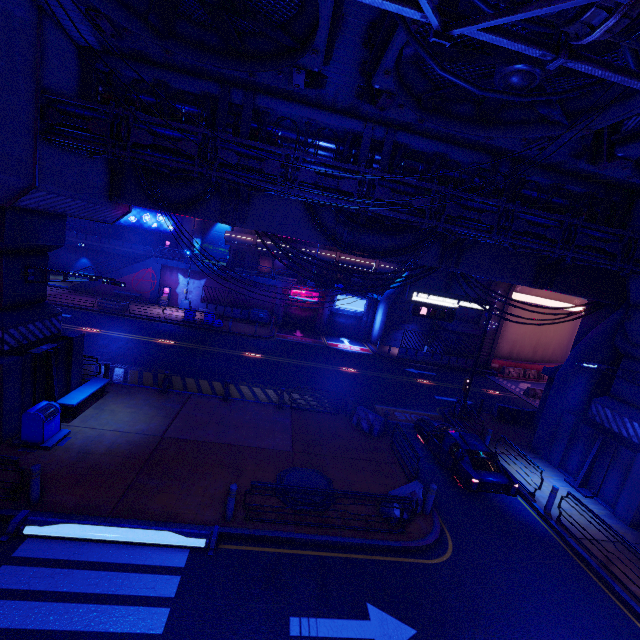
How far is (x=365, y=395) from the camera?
20.56m

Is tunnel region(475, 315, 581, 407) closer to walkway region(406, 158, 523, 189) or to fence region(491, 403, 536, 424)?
walkway region(406, 158, 523, 189)

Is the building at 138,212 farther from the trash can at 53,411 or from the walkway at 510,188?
the trash can at 53,411

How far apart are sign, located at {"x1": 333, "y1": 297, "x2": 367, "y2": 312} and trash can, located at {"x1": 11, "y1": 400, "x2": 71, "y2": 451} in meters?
26.4 m

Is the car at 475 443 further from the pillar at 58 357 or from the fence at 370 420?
the pillar at 58 357

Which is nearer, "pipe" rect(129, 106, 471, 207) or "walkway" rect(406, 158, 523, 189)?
"pipe" rect(129, 106, 471, 207)

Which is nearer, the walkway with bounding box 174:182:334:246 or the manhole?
the manhole

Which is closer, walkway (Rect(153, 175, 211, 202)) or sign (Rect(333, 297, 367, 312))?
walkway (Rect(153, 175, 211, 202))
